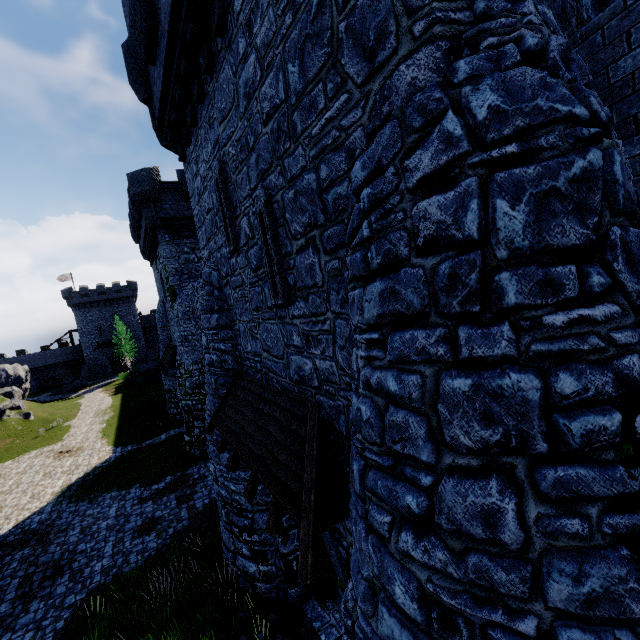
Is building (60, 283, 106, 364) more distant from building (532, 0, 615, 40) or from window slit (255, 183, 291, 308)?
window slit (255, 183, 291, 308)

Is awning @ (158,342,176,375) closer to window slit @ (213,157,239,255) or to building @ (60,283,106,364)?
window slit @ (213,157,239,255)

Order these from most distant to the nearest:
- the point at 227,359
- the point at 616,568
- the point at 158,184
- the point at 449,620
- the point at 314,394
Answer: the point at 158,184, the point at 227,359, the point at 314,394, the point at 449,620, the point at 616,568

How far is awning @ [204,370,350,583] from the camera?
4.26m

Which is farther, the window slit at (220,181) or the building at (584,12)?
the window slit at (220,181)

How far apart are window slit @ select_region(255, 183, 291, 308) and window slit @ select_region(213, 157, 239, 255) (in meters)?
1.34

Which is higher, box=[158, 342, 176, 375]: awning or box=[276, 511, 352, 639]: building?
box=[158, 342, 176, 375]: awning

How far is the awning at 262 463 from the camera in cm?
426
